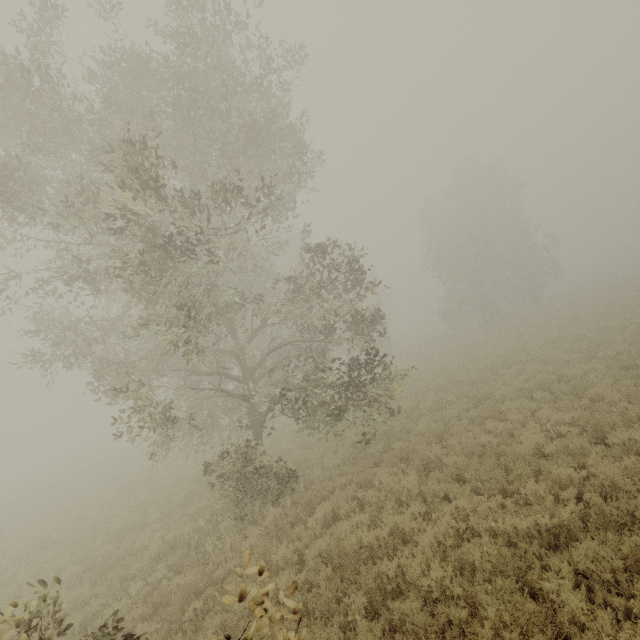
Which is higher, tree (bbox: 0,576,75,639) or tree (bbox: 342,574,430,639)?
tree (bbox: 0,576,75,639)

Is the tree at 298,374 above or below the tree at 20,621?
above

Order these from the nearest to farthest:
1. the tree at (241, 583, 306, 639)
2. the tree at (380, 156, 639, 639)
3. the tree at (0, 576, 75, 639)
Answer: the tree at (241, 583, 306, 639), the tree at (0, 576, 75, 639), the tree at (380, 156, 639, 639)

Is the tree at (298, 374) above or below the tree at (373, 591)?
above

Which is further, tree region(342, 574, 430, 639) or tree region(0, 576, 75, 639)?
tree region(342, 574, 430, 639)

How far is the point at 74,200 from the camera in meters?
11.6
